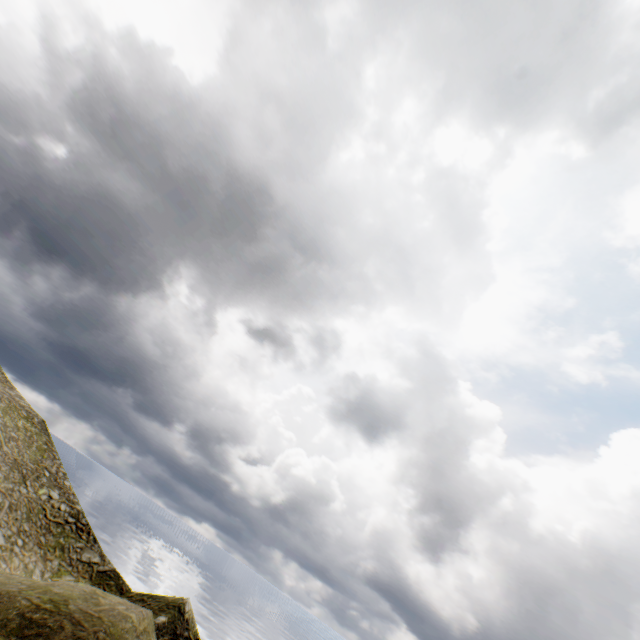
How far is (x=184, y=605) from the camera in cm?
3041
